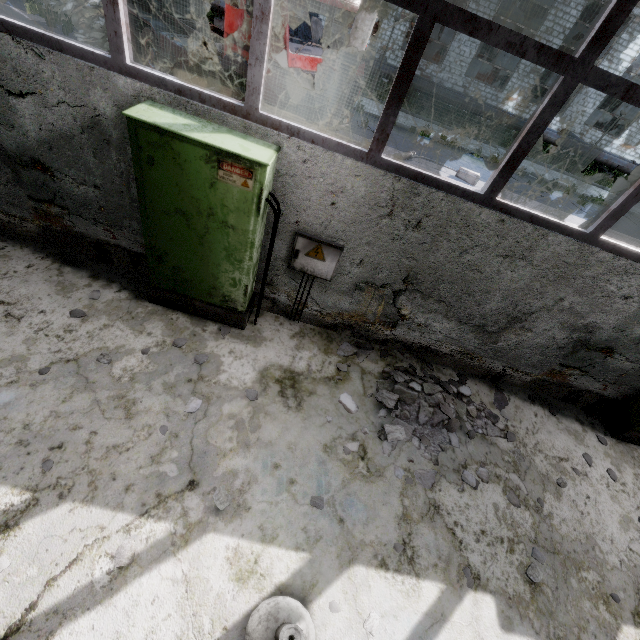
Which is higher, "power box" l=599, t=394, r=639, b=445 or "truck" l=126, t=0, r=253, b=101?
"truck" l=126, t=0, r=253, b=101

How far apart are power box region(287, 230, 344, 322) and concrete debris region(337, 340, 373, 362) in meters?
→ 0.8 m

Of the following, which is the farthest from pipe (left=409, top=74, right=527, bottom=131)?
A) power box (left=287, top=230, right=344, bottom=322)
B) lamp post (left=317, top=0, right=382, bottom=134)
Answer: power box (left=287, top=230, right=344, bottom=322)

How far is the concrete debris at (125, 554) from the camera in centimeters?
276cm

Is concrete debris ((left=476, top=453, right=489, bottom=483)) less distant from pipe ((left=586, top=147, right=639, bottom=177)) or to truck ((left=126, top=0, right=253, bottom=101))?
truck ((left=126, top=0, right=253, bottom=101))

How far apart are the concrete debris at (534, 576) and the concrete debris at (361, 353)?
3.1 meters

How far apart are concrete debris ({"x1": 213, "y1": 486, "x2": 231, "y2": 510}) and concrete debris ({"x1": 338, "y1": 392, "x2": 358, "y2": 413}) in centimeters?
175cm

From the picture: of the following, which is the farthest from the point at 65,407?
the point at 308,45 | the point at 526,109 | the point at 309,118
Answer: the point at 526,109
